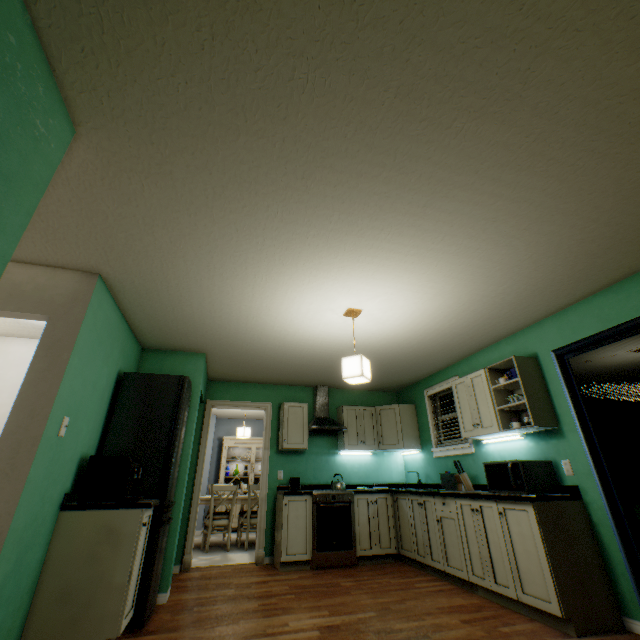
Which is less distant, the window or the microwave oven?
the microwave oven

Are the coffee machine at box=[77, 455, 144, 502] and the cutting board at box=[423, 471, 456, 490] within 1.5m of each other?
no

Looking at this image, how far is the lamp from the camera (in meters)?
2.77

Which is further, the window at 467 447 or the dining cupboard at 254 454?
the dining cupboard at 254 454

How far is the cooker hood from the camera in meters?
5.0

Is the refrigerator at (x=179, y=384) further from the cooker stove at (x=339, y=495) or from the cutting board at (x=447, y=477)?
the cutting board at (x=447, y=477)

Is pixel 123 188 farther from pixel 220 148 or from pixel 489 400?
pixel 489 400

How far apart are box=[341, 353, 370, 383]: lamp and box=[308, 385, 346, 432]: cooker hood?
2.3 meters
